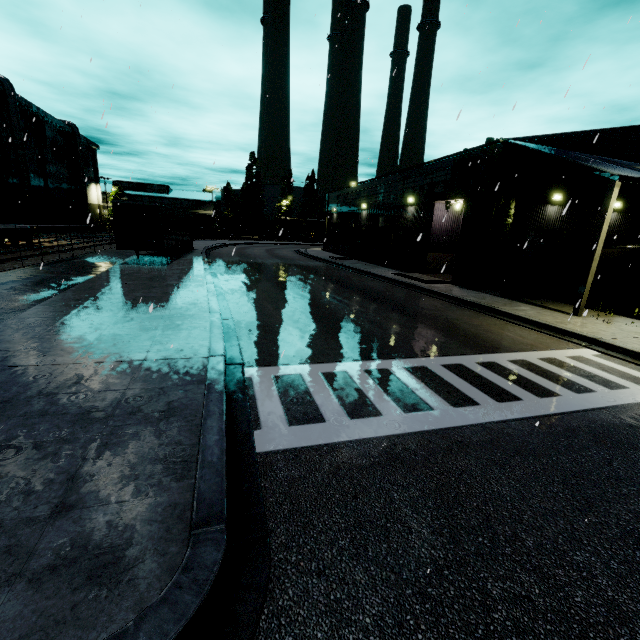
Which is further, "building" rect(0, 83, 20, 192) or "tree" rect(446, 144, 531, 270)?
"building" rect(0, 83, 20, 192)

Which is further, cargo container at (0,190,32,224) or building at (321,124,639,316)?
cargo container at (0,190,32,224)

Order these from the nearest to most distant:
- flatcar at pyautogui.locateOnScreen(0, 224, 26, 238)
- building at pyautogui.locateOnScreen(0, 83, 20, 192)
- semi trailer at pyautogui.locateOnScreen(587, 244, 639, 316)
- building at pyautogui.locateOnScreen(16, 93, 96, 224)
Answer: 1. semi trailer at pyautogui.locateOnScreen(587, 244, 639, 316)
2. flatcar at pyautogui.locateOnScreen(0, 224, 26, 238)
3. building at pyautogui.locateOnScreen(0, 83, 20, 192)
4. building at pyautogui.locateOnScreen(16, 93, 96, 224)

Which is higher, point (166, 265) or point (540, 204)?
point (540, 204)

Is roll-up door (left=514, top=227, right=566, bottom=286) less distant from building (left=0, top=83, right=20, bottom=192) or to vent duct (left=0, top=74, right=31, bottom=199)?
building (left=0, top=83, right=20, bottom=192)

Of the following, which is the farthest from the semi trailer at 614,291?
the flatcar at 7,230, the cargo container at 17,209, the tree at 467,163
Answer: the flatcar at 7,230

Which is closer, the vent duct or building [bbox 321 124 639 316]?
building [bbox 321 124 639 316]

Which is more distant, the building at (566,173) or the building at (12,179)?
the building at (12,179)
